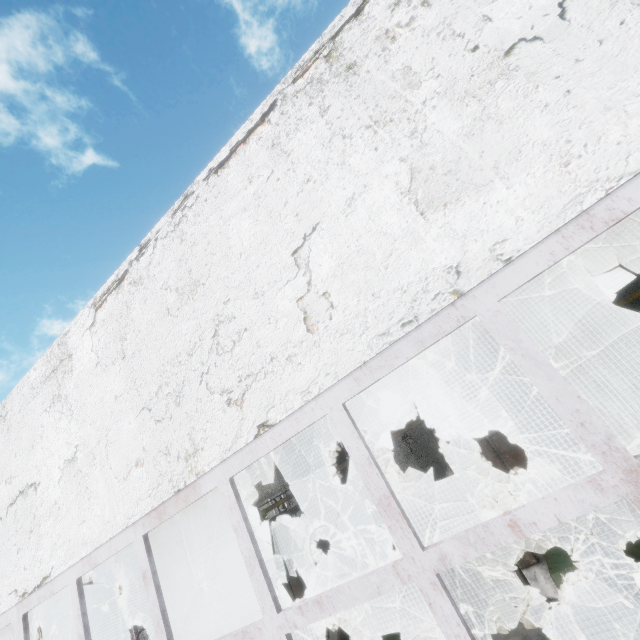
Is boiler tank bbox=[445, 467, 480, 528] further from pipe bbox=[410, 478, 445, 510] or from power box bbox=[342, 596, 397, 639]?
pipe bbox=[410, 478, 445, 510]

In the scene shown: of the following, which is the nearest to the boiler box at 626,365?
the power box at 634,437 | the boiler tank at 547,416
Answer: the power box at 634,437

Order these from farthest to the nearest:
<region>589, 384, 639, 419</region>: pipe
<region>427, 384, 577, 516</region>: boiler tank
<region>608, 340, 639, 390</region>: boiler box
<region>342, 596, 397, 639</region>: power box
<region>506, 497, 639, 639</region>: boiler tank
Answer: <region>589, 384, 639, 419</region>: pipe → <region>608, 340, 639, 390</region>: boiler box → <region>342, 596, 397, 639</region>: power box → <region>427, 384, 577, 516</region>: boiler tank → <region>506, 497, 639, 639</region>: boiler tank

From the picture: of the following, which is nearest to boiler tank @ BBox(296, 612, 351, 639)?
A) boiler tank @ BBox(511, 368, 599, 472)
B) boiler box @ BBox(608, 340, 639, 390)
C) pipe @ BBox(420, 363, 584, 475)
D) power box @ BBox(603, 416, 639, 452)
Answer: boiler tank @ BBox(511, 368, 599, 472)

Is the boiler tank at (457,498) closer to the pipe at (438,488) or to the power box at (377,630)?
the power box at (377,630)

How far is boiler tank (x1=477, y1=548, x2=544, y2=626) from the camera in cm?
673

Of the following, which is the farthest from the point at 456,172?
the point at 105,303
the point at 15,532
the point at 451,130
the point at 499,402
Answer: the point at 499,402

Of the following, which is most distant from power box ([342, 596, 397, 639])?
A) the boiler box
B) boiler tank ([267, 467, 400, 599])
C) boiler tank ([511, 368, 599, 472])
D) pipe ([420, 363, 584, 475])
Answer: pipe ([420, 363, 584, 475])
